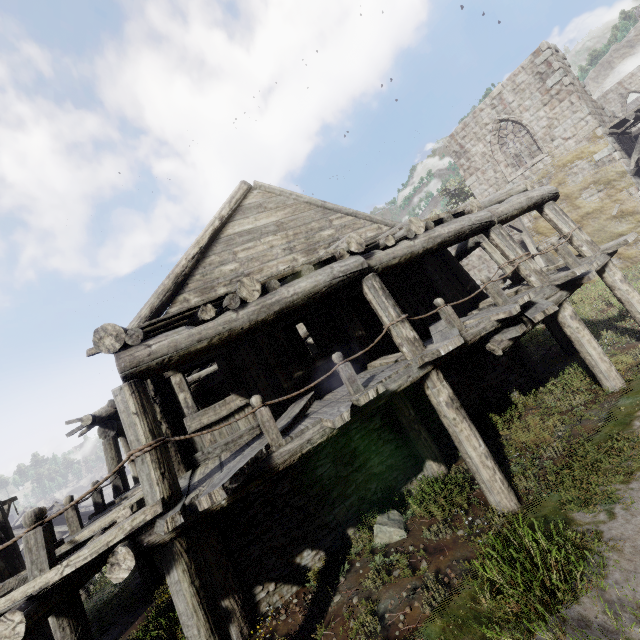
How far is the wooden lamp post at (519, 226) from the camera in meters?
16.5

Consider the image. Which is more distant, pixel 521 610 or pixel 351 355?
pixel 351 355

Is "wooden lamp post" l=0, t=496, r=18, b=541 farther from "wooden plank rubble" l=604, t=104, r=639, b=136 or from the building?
"wooden plank rubble" l=604, t=104, r=639, b=136

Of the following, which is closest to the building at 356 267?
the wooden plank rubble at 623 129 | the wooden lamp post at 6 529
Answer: the wooden plank rubble at 623 129

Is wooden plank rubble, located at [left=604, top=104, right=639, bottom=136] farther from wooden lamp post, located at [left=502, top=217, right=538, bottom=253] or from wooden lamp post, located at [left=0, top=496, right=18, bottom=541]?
wooden lamp post, located at [left=0, top=496, right=18, bottom=541]

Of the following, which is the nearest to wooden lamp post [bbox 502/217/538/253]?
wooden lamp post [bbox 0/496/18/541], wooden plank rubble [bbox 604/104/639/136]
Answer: wooden plank rubble [bbox 604/104/639/136]

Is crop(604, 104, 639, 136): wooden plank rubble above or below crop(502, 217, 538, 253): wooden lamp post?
above

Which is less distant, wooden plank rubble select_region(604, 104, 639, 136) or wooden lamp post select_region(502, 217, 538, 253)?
wooden plank rubble select_region(604, 104, 639, 136)
